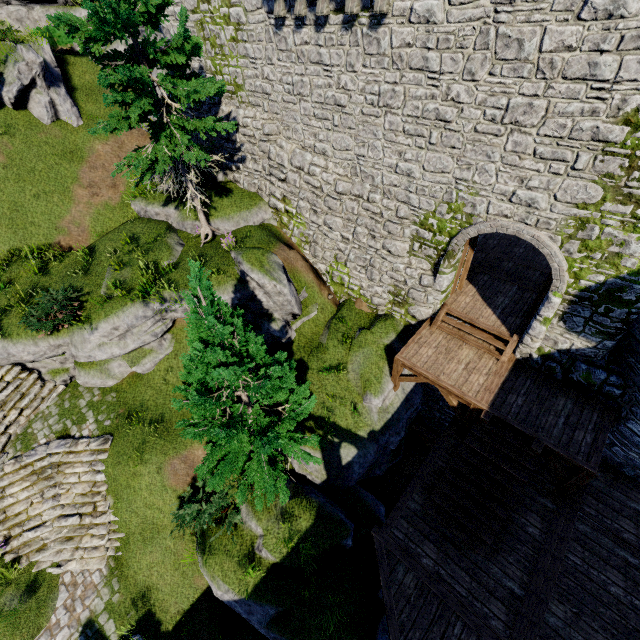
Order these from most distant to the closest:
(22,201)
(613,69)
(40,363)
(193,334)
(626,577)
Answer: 1. (22,201)
2. (40,363)
3. (626,577)
4. (193,334)
5. (613,69)

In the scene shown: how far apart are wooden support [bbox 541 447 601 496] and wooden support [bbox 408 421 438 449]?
2.9 meters

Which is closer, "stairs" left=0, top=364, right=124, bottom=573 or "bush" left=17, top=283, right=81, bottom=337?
"stairs" left=0, top=364, right=124, bottom=573

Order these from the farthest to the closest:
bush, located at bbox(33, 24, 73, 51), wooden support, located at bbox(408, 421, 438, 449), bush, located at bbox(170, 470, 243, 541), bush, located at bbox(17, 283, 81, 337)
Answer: bush, located at bbox(33, 24, 73, 51) < wooden support, located at bbox(408, 421, 438, 449) < bush, located at bbox(17, 283, 81, 337) < bush, located at bbox(170, 470, 243, 541)

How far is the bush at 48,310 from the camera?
11.1 meters

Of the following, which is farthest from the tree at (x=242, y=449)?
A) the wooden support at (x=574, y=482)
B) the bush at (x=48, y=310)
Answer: the wooden support at (x=574, y=482)

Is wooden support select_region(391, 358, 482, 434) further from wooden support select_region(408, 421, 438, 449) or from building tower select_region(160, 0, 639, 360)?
building tower select_region(160, 0, 639, 360)

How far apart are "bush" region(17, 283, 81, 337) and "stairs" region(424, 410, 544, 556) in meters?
13.2
